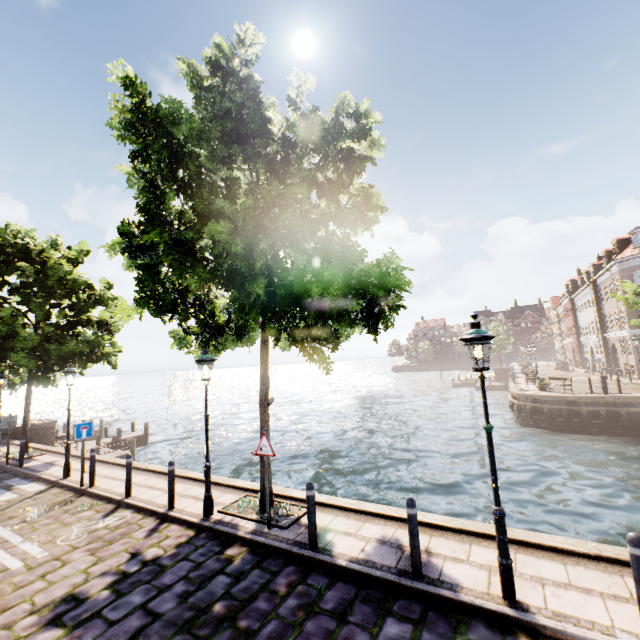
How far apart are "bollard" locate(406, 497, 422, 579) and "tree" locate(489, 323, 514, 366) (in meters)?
53.23

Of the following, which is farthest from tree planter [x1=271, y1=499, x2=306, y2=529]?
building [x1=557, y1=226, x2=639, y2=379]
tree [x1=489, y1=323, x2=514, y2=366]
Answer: tree [x1=489, y1=323, x2=514, y2=366]

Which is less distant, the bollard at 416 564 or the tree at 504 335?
the bollard at 416 564

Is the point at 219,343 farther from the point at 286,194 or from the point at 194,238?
the point at 286,194

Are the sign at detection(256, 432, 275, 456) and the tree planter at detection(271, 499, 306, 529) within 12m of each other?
yes

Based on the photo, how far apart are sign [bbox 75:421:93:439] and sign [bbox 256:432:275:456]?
6.7 meters

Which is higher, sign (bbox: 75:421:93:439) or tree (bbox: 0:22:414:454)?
tree (bbox: 0:22:414:454)

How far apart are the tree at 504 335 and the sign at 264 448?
53.25m
